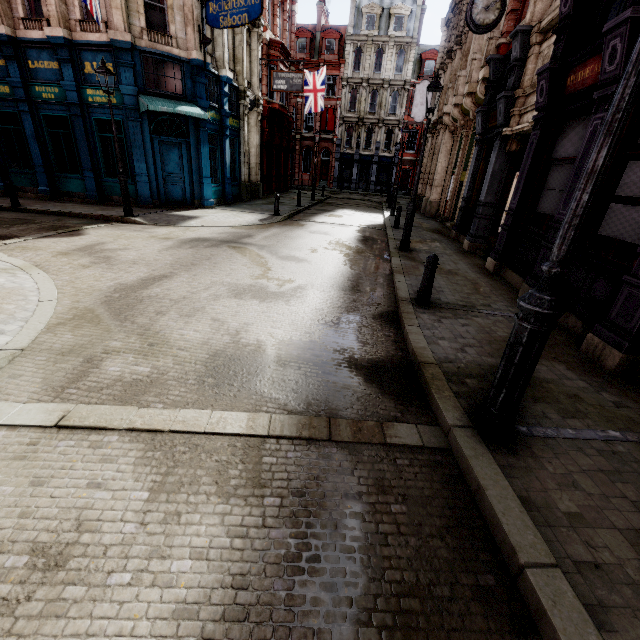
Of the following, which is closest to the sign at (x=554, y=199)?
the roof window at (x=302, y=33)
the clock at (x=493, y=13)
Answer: the clock at (x=493, y=13)

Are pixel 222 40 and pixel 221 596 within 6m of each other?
no

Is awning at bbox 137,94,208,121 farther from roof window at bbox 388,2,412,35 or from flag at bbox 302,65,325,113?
roof window at bbox 388,2,412,35

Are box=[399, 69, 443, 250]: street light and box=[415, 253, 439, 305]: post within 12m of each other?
yes

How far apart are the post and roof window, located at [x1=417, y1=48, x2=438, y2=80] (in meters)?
43.44

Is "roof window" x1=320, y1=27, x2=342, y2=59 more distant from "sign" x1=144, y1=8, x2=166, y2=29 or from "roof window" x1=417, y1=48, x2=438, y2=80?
"sign" x1=144, y1=8, x2=166, y2=29

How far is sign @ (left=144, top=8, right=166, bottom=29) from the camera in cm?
1271

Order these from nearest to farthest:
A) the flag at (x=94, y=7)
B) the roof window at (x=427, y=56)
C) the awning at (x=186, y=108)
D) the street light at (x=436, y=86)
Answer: the street light at (x=436, y=86) < the flag at (x=94, y=7) < the awning at (x=186, y=108) < the roof window at (x=427, y=56)
